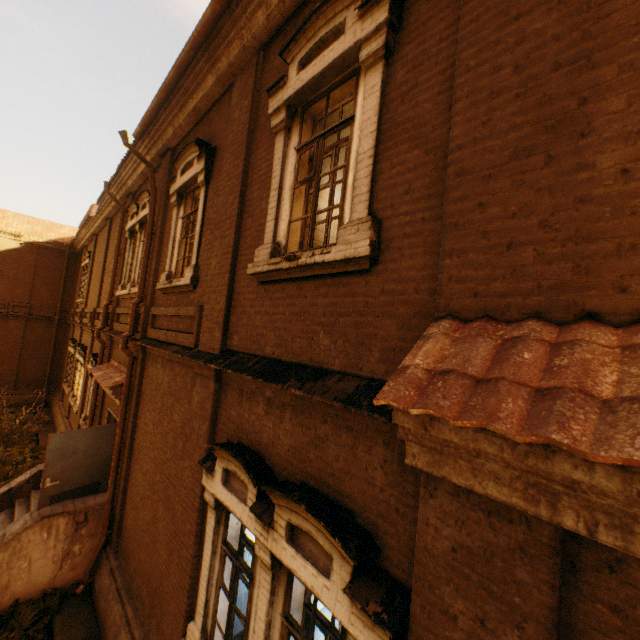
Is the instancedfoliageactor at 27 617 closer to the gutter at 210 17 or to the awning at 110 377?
the awning at 110 377

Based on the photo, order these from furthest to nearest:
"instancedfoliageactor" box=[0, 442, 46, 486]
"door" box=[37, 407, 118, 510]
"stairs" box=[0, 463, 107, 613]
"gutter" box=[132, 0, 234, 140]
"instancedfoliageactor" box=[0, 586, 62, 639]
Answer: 1. "instancedfoliageactor" box=[0, 442, 46, 486]
2. "door" box=[37, 407, 118, 510]
3. "stairs" box=[0, 463, 107, 613]
4. "instancedfoliageactor" box=[0, 586, 62, 639]
5. "gutter" box=[132, 0, 234, 140]

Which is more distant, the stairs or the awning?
the awning

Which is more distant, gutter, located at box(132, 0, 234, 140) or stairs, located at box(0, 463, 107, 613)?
stairs, located at box(0, 463, 107, 613)

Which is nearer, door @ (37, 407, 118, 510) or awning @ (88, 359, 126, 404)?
door @ (37, 407, 118, 510)

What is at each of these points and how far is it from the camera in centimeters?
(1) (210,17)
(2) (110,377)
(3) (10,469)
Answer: (1) gutter, 465cm
(2) awning, 844cm
(3) instancedfoliageactor, 1205cm

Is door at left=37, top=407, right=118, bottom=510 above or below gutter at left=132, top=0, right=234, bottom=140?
below

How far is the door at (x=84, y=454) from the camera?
7.3m
